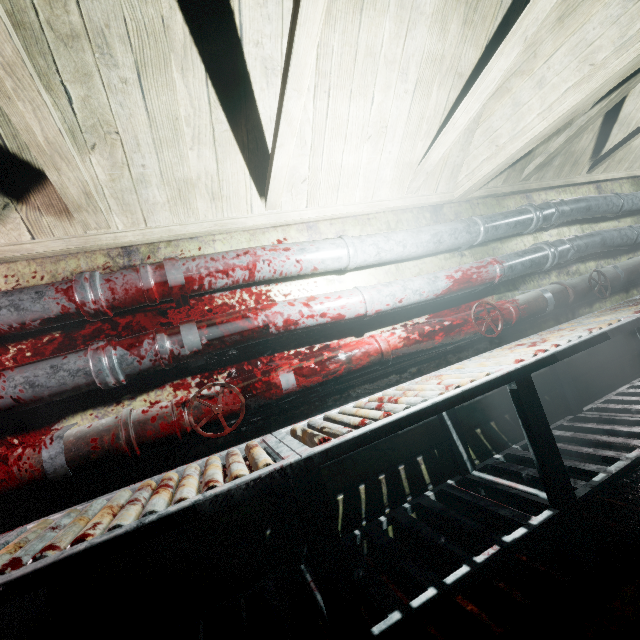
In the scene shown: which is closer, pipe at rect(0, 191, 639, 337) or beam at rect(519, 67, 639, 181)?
pipe at rect(0, 191, 639, 337)

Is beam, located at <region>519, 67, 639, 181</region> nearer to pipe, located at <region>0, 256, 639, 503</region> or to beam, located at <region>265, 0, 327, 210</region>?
beam, located at <region>265, 0, 327, 210</region>

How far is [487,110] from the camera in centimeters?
210cm

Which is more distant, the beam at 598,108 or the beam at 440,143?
the beam at 598,108

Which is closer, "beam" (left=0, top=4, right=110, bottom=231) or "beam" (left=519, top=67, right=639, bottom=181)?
"beam" (left=0, top=4, right=110, bottom=231)

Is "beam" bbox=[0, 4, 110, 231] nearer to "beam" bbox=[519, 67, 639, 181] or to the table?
"beam" bbox=[519, 67, 639, 181]

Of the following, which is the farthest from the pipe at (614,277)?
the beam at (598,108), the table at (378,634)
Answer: the beam at (598,108)

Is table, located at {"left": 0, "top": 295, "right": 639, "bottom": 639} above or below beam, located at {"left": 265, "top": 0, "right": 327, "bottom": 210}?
below
